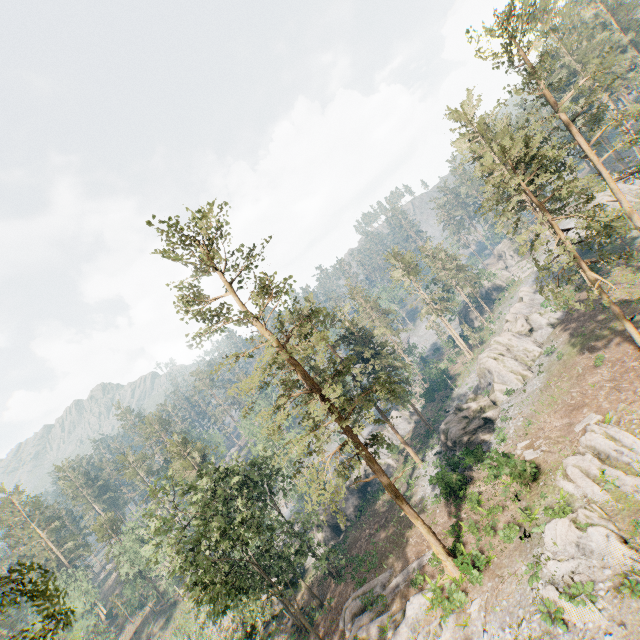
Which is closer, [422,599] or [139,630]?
[422,599]

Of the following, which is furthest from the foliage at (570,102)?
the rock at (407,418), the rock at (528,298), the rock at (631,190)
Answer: the rock at (631,190)

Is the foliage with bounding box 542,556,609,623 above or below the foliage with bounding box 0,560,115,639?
below

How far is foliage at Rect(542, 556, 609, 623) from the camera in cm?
1484

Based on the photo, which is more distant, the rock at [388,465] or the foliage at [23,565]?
the rock at [388,465]

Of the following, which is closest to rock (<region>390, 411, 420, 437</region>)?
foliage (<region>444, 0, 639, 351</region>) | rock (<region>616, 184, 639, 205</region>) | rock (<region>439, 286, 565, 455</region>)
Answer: foliage (<region>444, 0, 639, 351</region>)

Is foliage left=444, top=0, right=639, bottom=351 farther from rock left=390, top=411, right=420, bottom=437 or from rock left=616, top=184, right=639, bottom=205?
rock left=616, top=184, right=639, bottom=205

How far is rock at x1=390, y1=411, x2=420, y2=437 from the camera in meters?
56.8 m
